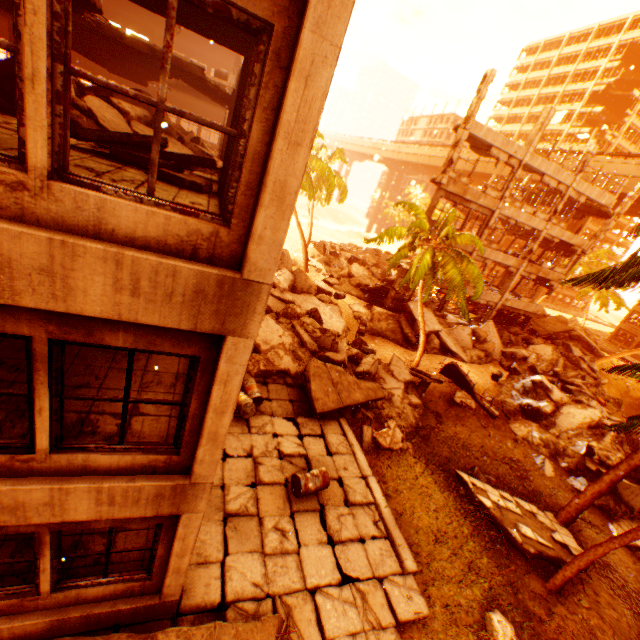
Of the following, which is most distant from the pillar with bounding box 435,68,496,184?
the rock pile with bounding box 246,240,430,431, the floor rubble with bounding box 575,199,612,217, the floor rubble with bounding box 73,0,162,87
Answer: the floor rubble with bounding box 73,0,162,87

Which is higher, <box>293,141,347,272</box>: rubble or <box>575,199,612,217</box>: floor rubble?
<box>575,199,612,217</box>: floor rubble

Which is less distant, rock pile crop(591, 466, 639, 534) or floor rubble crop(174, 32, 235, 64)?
rock pile crop(591, 466, 639, 534)

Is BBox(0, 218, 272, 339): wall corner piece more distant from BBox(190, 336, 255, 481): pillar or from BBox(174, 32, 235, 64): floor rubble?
BBox(174, 32, 235, 64): floor rubble

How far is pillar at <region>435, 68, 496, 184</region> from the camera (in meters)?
17.52

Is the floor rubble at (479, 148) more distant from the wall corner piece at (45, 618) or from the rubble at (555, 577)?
the wall corner piece at (45, 618)

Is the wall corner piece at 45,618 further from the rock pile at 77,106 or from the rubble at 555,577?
the rubble at 555,577

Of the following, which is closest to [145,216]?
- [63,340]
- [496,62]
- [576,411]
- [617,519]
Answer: [63,340]
